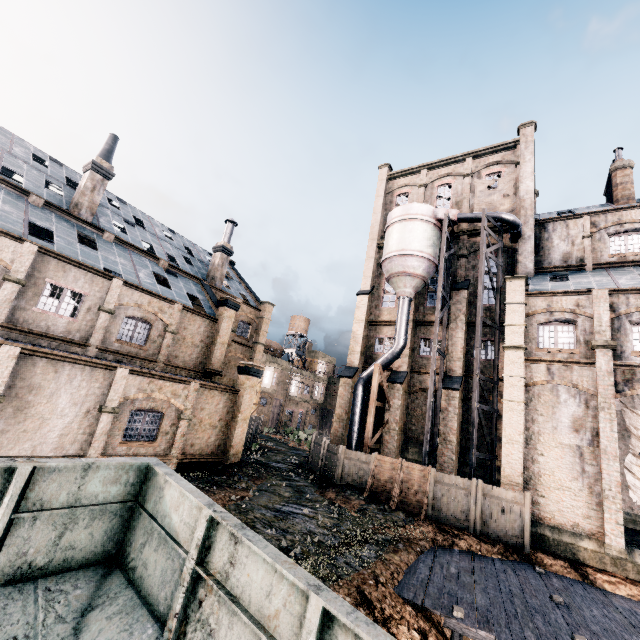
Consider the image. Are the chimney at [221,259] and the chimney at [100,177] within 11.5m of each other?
yes

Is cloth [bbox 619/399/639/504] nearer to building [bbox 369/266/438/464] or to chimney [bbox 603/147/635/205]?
building [bbox 369/266/438/464]

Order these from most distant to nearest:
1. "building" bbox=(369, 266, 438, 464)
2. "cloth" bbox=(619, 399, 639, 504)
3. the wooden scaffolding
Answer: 1. "building" bbox=(369, 266, 438, 464)
2. "cloth" bbox=(619, 399, 639, 504)
3. the wooden scaffolding

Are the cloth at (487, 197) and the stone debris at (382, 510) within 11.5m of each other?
no

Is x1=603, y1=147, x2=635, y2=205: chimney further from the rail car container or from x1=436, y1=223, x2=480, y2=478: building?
the rail car container

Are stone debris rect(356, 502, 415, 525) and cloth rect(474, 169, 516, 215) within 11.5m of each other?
no

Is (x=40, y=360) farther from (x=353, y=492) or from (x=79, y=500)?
(x=353, y=492)

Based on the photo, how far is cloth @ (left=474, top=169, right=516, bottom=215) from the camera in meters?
28.8
